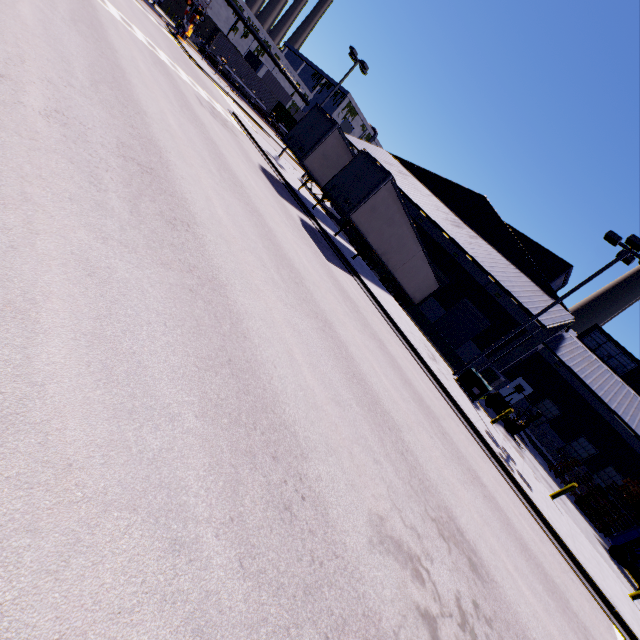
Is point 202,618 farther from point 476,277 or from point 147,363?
point 476,277

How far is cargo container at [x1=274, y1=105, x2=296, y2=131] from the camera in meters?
54.9

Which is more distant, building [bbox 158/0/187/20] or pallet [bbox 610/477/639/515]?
building [bbox 158/0/187/20]

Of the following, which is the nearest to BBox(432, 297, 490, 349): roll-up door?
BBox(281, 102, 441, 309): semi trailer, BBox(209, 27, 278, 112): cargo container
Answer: BBox(281, 102, 441, 309): semi trailer

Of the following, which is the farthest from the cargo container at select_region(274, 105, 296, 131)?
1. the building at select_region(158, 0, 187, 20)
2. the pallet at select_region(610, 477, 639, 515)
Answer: the pallet at select_region(610, 477, 639, 515)

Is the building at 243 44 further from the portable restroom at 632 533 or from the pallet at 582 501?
the portable restroom at 632 533

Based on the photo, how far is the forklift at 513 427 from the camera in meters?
19.2

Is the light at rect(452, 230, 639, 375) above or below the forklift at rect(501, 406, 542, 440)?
above
